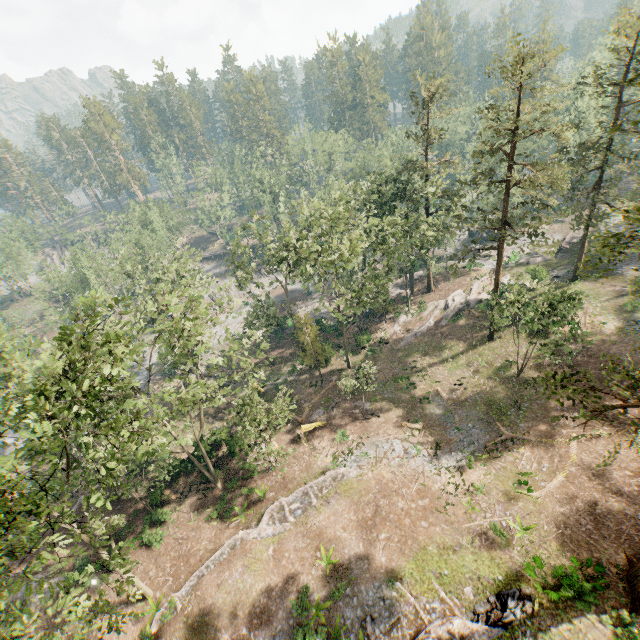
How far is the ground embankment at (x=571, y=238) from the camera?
45.6 meters

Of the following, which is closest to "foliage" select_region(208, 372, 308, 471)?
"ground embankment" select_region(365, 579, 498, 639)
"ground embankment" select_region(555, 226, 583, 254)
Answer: "ground embankment" select_region(555, 226, 583, 254)

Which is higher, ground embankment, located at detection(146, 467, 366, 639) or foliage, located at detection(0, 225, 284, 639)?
foliage, located at detection(0, 225, 284, 639)

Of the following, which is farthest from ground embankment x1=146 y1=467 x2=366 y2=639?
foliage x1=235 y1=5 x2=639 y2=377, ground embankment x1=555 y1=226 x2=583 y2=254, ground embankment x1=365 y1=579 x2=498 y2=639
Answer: ground embankment x1=555 y1=226 x2=583 y2=254

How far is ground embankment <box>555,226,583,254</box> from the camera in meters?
45.6 m

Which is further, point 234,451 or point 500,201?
point 234,451

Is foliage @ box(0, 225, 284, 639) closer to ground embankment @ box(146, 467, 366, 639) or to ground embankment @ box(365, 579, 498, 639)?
ground embankment @ box(146, 467, 366, 639)

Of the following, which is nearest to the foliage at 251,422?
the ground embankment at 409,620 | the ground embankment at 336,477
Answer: the ground embankment at 336,477
